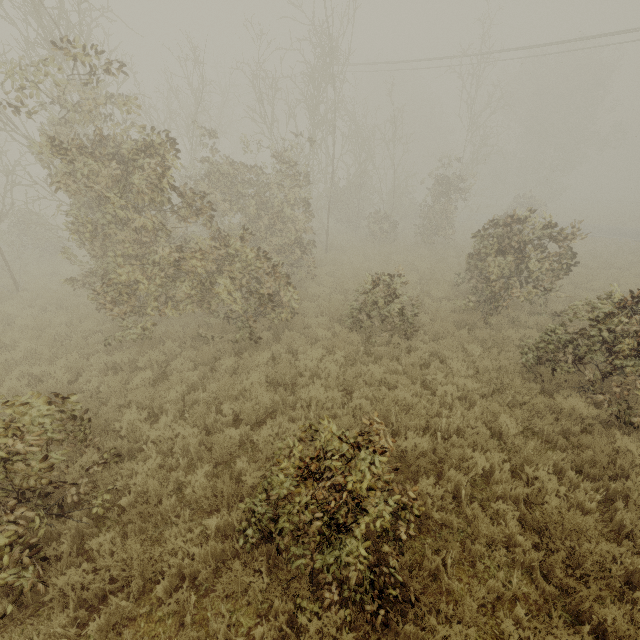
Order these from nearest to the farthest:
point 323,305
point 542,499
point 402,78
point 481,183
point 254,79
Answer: point 542,499, point 323,305, point 254,79, point 402,78, point 481,183
